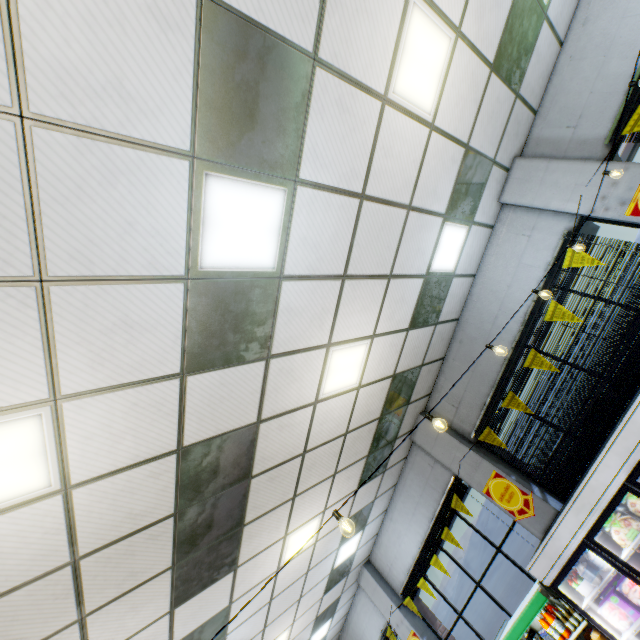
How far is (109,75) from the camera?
1.81m

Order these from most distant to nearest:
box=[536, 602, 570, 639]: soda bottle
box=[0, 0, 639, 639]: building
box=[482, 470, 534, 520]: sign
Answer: box=[482, 470, 534, 520]: sign, box=[536, 602, 570, 639]: soda bottle, box=[0, 0, 639, 639]: building

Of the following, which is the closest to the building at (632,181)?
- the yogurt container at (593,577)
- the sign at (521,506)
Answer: the sign at (521,506)

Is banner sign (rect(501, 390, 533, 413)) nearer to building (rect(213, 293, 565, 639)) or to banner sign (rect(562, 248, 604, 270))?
building (rect(213, 293, 565, 639))

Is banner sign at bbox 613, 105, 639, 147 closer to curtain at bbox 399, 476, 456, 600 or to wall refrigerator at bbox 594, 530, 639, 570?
wall refrigerator at bbox 594, 530, 639, 570

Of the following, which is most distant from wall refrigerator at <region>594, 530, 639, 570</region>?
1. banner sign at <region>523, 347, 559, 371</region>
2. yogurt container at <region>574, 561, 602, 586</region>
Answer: banner sign at <region>523, 347, 559, 371</region>

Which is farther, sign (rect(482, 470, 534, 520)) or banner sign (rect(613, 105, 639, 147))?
sign (rect(482, 470, 534, 520))

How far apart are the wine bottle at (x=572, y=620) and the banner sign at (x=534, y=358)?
3.5 meters
